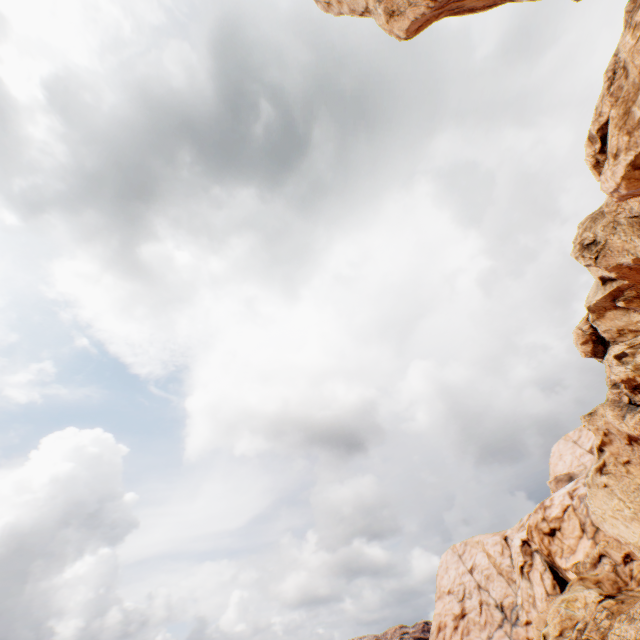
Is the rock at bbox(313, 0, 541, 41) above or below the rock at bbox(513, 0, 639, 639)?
above

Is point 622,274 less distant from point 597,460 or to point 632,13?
point 632,13

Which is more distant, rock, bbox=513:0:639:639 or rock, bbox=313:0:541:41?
rock, bbox=313:0:541:41

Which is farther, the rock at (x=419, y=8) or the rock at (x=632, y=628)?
the rock at (x=419, y=8)

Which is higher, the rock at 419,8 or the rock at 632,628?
the rock at 419,8
